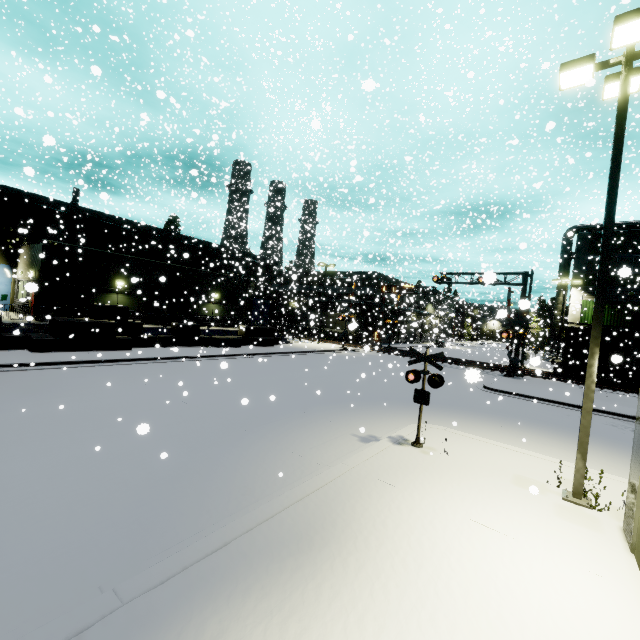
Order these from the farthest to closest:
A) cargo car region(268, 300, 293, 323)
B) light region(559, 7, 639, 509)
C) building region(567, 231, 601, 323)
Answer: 1. cargo car region(268, 300, 293, 323)
2. building region(567, 231, 601, 323)
3. light region(559, 7, 639, 509)

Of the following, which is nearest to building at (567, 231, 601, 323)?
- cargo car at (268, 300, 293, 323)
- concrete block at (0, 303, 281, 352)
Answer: concrete block at (0, 303, 281, 352)

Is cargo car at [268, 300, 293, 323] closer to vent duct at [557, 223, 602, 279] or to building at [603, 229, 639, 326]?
building at [603, 229, 639, 326]

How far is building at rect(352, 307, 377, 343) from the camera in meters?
45.6 m

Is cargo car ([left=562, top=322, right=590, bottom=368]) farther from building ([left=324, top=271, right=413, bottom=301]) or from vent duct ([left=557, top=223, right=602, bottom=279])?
vent duct ([left=557, top=223, right=602, bottom=279])

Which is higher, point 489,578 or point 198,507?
point 489,578

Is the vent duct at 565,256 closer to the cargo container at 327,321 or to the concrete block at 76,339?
the concrete block at 76,339

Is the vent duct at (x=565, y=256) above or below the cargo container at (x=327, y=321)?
above
